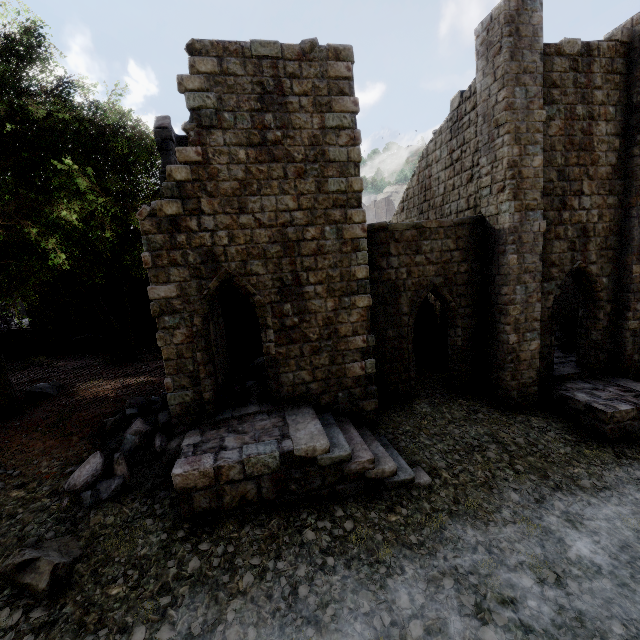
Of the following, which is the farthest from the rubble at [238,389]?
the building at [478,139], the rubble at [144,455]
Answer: the rubble at [144,455]

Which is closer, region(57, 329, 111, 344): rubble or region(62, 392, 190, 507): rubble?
region(62, 392, 190, 507): rubble

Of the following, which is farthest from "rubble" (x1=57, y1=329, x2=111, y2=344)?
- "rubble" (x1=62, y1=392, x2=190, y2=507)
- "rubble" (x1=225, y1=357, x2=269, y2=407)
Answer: "rubble" (x1=225, y1=357, x2=269, y2=407)

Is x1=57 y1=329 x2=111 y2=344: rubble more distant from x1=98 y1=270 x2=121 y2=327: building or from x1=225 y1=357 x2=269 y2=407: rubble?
x1=225 y1=357 x2=269 y2=407: rubble

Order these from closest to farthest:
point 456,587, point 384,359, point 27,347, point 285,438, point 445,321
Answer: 1. point 456,587
2. point 285,438
3. point 384,359
4. point 445,321
5. point 27,347

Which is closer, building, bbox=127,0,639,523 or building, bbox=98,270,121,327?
building, bbox=127,0,639,523

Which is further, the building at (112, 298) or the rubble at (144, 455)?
the building at (112, 298)

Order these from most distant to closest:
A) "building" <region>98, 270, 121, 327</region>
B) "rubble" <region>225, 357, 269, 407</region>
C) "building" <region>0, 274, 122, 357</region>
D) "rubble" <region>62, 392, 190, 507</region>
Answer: "building" <region>98, 270, 121, 327</region> → "building" <region>0, 274, 122, 357</region> → "rubble" <region>225, 357, 269, 407</region> → "rubble" <region>62, 392, 190, 507</region>
